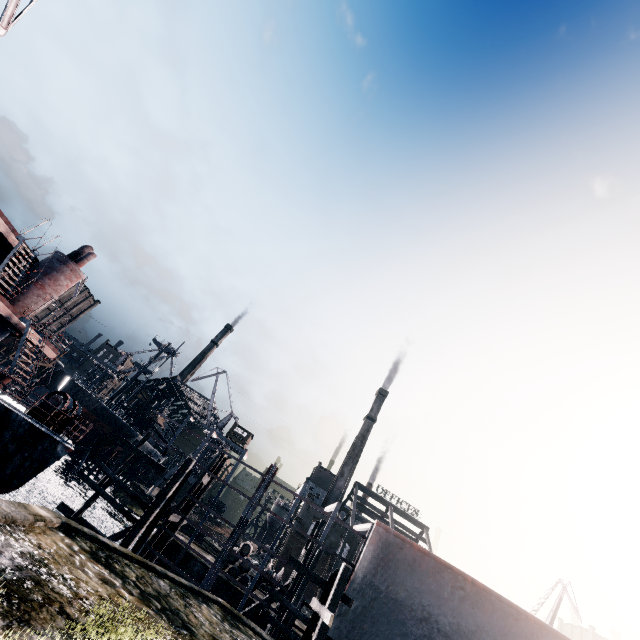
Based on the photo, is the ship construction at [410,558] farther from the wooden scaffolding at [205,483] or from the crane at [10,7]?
the crane at [10,7]

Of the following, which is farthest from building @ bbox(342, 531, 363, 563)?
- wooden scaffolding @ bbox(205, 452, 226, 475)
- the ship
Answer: the ship

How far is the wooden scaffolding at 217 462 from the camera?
23.19m

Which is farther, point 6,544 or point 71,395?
point 71,395

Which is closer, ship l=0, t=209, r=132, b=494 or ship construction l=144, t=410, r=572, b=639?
ship l=0, t=209, r=132, b=494

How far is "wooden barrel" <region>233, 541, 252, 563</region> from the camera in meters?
25.3

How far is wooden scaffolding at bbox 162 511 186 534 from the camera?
20.08m

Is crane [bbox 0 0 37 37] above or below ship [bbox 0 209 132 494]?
above
